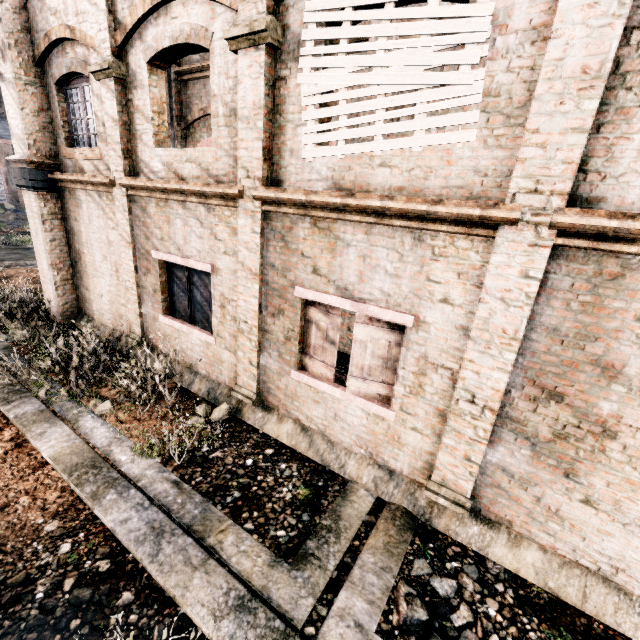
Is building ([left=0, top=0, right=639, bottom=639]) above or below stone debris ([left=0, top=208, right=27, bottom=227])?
above

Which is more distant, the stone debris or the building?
the stone debris

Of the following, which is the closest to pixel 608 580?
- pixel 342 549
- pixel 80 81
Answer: pixel 342 549

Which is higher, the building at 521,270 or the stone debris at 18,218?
the building at 521,270

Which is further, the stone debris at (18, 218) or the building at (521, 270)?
the stone debris at (18, 218)
